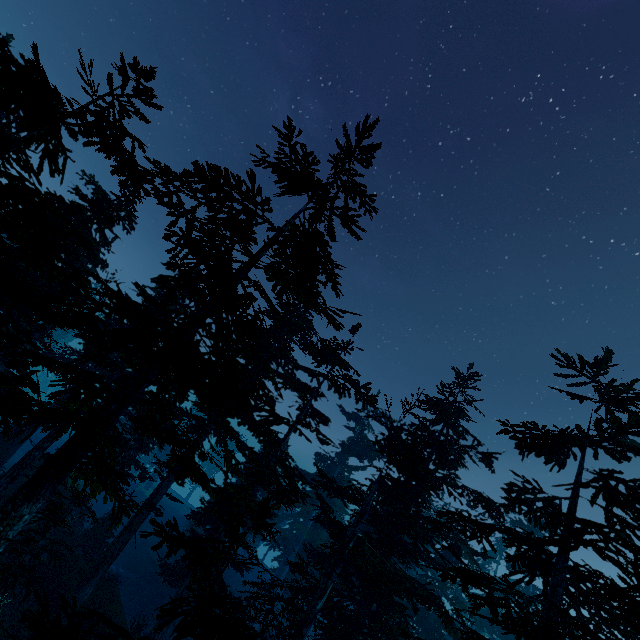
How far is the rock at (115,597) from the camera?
17.48m

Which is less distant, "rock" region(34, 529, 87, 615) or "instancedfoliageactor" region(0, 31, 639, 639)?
"instancedfoliageactor" region(0, 31, 639, 639)

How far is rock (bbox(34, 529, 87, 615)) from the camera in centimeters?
1773cm

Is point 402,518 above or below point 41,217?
above

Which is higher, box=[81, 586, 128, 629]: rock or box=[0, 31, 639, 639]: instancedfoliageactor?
box=[0, 31, 639, 639]: instancedfoliageactor

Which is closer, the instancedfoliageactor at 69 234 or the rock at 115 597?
the instancedfoliageactor at 69 234
